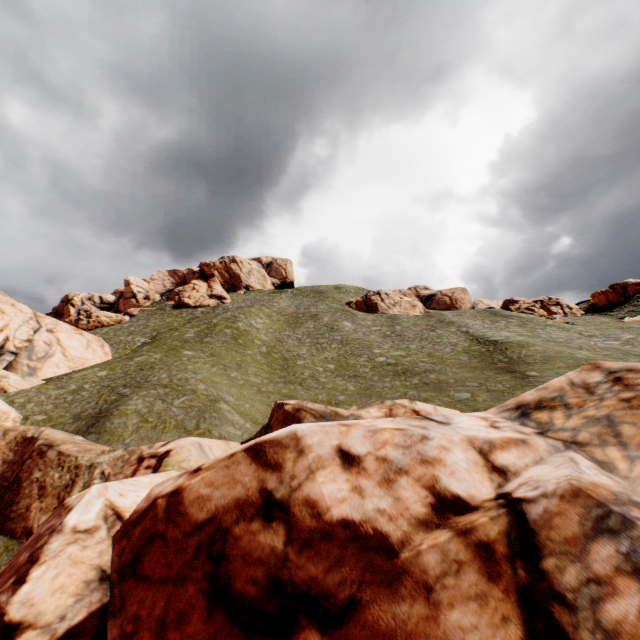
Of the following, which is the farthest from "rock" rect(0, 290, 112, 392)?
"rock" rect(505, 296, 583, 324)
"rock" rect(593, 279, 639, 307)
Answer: "rock" rect(505, 296, 583, 324)

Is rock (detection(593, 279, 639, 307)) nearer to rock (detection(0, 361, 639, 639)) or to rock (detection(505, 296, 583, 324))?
rock (detection(505, 296, 583, 324))

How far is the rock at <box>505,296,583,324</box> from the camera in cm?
5147

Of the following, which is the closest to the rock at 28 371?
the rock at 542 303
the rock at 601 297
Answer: the rock at 601 297

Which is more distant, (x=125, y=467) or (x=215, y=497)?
(x=125, y=467)

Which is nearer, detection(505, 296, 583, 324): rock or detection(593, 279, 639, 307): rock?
detection(505, 296, 583, 324): rock
